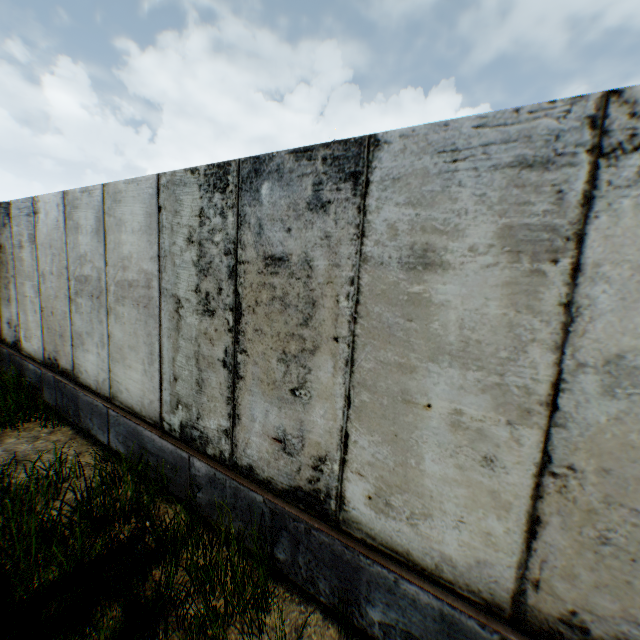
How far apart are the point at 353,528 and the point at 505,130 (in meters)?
2.85
